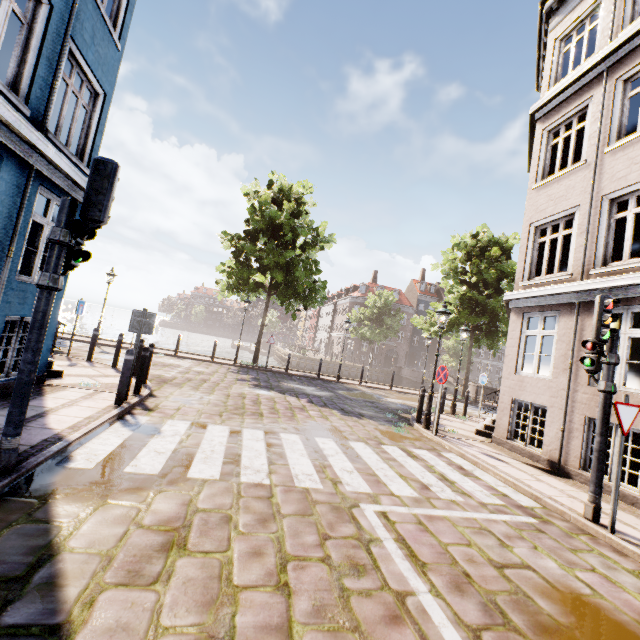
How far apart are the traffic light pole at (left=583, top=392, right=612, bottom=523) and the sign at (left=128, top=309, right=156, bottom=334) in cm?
836

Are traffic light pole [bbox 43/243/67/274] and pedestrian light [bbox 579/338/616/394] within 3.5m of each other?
no

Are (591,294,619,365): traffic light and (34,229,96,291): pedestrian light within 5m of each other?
no

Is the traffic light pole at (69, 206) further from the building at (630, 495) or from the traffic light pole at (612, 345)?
the traffic light pole at (612, 345)

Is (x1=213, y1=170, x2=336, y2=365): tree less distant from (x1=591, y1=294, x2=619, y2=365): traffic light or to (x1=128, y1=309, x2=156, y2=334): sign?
(x1=128, y1=309, x2=156, y2=334): sign

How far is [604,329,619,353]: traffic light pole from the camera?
5.1 meters

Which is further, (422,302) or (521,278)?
(422,302)

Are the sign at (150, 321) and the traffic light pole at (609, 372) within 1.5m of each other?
no
